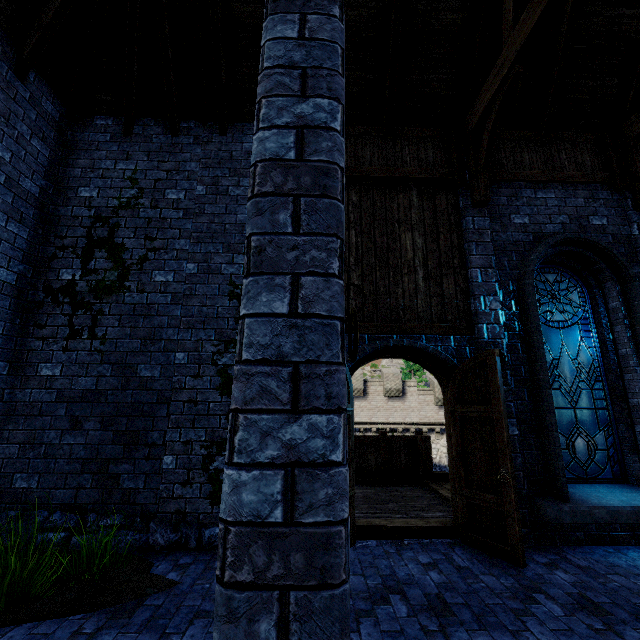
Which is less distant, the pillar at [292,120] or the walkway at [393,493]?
the pillar at [292,120]

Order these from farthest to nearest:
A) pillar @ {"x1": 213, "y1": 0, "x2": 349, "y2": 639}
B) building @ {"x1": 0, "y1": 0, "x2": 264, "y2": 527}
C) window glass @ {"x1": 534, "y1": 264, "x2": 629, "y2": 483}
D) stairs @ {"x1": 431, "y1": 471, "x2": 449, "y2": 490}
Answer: stairs @ {"x1": 431, "y1": 471, "x2": 449, "y2": 490}
window glass @ {"x1": 534, "y1": 264, "x2": 629, "y2": 483}
building @ {"x1": 0, "y1": 0, "x2": 264, "y2": 527}
pillar @ {"x1": 213, "y1": 0, "x2": 349, "y2": 639}

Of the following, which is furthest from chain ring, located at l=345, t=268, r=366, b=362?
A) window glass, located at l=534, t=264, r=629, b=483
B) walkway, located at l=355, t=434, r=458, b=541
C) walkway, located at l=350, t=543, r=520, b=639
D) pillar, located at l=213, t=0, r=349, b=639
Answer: window glass, located at l=534, t=264, r=629, b=483

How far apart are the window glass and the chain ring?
5.06m

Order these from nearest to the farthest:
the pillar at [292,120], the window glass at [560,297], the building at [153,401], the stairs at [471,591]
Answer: the pillar at [292,120] < the stairs at [471,591] < the building at [153,401] < the window glass at [560,297]

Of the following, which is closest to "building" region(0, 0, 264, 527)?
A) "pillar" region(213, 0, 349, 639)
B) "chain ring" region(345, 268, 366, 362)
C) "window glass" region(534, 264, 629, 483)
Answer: "pillar" region(213, 0, 349, 639)

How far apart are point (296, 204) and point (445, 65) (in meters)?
6.45

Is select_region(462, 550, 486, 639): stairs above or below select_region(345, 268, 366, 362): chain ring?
below
